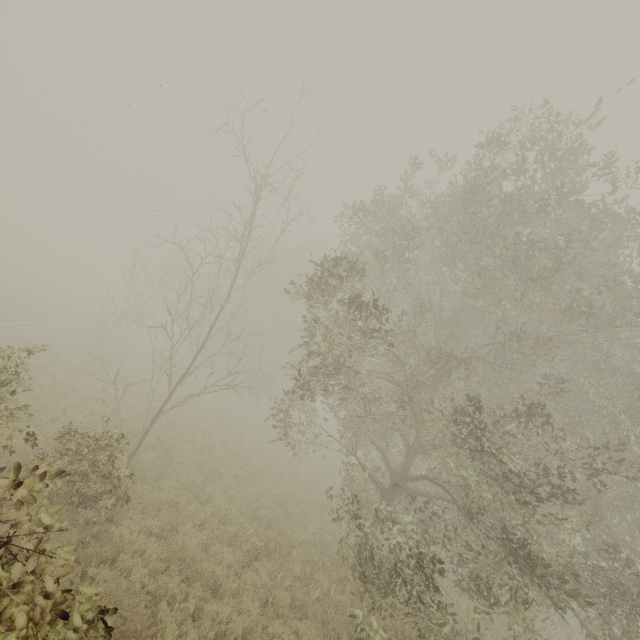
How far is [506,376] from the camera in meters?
11.2

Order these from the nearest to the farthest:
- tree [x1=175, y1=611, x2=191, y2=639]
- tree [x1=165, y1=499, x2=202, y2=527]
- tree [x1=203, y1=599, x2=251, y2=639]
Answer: tree [x1=175, y1=611, x2=191, y2=639] → tree [x1=203, y1=599, x2=251, y2=639] → tree [x1=165, y1=499, x2=202, y2=527]

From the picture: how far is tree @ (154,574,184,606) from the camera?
6.91m

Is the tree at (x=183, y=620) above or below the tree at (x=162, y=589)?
below

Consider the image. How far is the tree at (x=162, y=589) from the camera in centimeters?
691cm

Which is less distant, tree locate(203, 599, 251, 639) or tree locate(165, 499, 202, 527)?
tree locate(203, 599, 251, 639)
